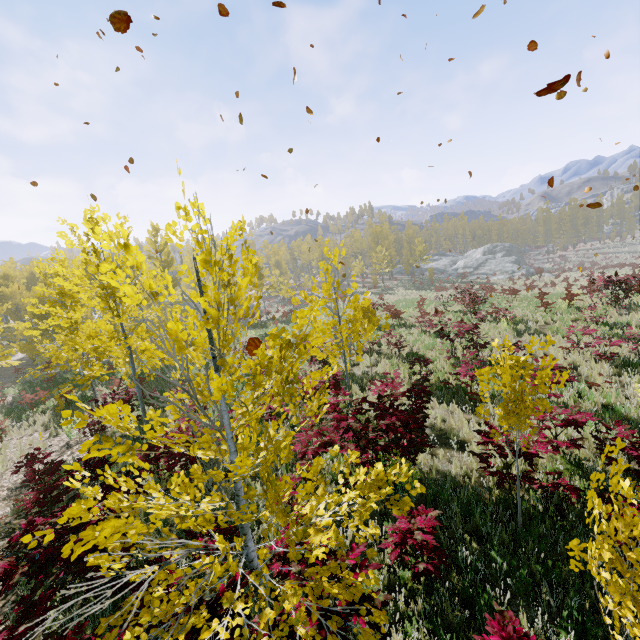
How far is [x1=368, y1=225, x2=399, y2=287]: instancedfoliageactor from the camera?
48.3 meters

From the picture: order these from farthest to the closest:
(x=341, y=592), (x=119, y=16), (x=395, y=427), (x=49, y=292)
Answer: (x=49, y=292), (x=395, y=427), (x=119, y=16), (x=341, y=592)

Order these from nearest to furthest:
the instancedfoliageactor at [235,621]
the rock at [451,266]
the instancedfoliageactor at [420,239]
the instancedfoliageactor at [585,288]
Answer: the instancedfoliageactor at [235,621] → the instancedfoliageactor at [585,288] → the rock at [451,266] → the instancedfoliageactor at [420,239]

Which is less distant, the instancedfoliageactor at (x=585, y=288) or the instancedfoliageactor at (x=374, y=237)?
the instancedfoliageactor at (x=585, y=288)

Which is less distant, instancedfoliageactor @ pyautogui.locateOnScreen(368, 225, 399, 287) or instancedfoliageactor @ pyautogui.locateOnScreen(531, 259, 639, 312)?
instancedfoliageactor @ pyautogui.locateOnScreen(531, 259, 639, 312)

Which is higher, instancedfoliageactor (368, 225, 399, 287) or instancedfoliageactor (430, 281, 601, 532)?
instancedfoliageactor (368, 225, 399, 287)
